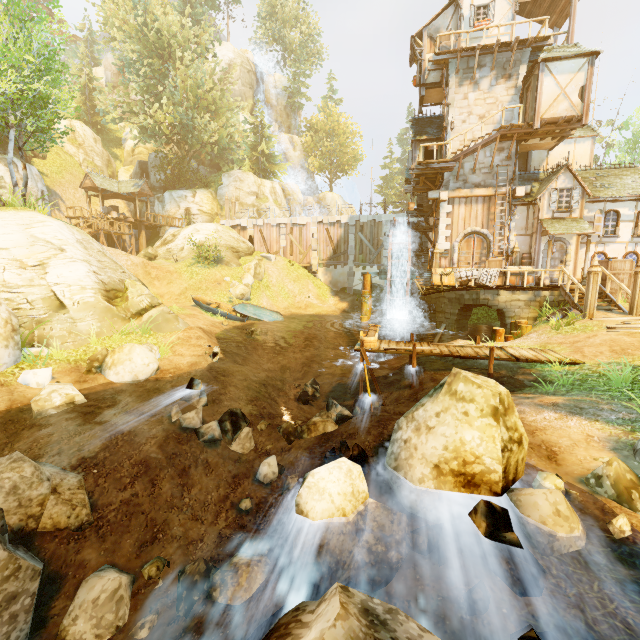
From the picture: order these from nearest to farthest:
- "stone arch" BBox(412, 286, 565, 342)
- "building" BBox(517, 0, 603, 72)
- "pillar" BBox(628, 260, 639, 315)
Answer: "pillar" BBox(628, 260, 639, 315)
"stone arch" BBox(412, 286, 565, 342)
"building" BBox(517, 0, 603, 72)

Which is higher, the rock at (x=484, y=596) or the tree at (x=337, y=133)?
the tree at (x=337, y=133)

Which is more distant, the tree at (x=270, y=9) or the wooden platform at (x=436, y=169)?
the tree at (x=270, y=9)

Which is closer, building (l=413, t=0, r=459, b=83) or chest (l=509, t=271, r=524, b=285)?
chest (l=509, t=271, r=524, b=285)

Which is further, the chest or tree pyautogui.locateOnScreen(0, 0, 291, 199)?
the chest

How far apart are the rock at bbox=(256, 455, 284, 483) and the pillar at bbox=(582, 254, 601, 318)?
13.6m

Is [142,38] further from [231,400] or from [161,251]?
[231,400]

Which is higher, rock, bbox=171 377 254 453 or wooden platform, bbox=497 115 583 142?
wooden platform, bbox=497 115 583 142
